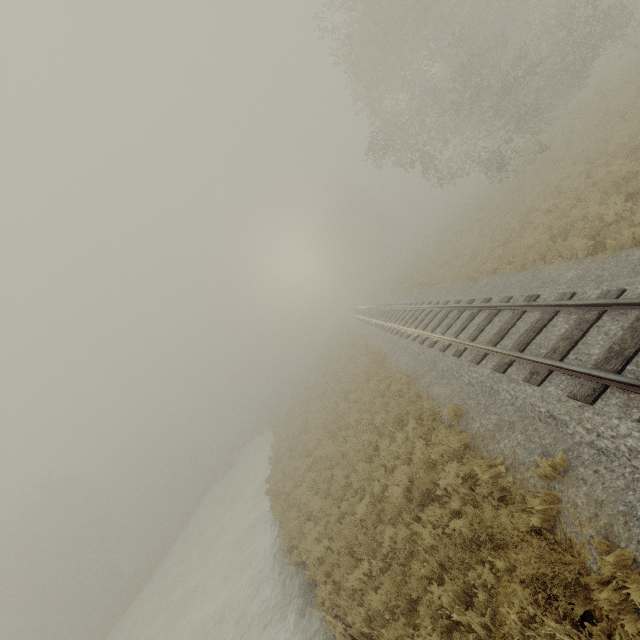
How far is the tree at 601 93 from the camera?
17.8 meters

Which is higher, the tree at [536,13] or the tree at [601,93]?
the tree at [536,13]

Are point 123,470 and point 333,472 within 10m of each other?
no

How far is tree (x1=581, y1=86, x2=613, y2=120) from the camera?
17.81m

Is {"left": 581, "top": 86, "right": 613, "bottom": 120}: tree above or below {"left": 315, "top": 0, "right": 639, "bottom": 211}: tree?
below
